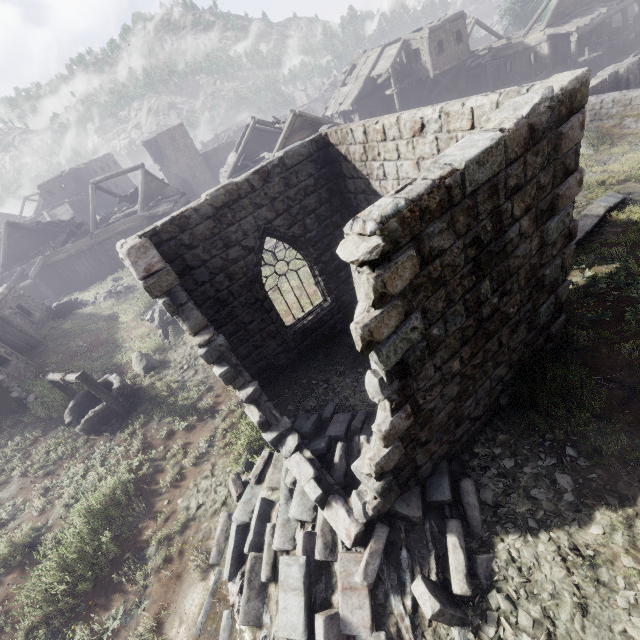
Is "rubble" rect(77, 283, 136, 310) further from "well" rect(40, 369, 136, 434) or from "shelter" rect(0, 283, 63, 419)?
"well" rect(40, 369, 136, 434)

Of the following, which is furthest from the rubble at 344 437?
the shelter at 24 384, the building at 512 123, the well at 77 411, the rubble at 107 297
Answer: the rubble at 107 297

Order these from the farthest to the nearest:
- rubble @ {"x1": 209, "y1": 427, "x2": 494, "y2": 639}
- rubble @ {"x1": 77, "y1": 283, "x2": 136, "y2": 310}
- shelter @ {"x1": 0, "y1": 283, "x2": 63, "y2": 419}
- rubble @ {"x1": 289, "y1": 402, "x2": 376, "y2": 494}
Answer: rubble @ {"x1": 77, "y1": 283, "x2": 136, "y2": 310}
shelter @ {"x1": 0, "y1": 283, "x2": 63, "y2": 419}
rubble @ {"x1": 289, "y1": 402, "x2": 376, "y2": 494}
rubble @ {"x1": 209, "y1": 427, "x2": 494, "y2": 639}

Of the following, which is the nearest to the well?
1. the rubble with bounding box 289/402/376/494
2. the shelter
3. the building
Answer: the shelter

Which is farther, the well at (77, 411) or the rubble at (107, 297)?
the rubble at (107, 297)

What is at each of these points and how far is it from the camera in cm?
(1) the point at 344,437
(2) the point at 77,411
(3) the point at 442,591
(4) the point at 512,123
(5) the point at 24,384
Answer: (1) rubble, 664
(2) well, 1069
(3) rubble, 437
(4) building, 368
(5) shelter, 1255

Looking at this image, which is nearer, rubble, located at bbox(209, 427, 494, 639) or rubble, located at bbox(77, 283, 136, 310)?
rubble, located at bbox(209, 427, 494, 639)
